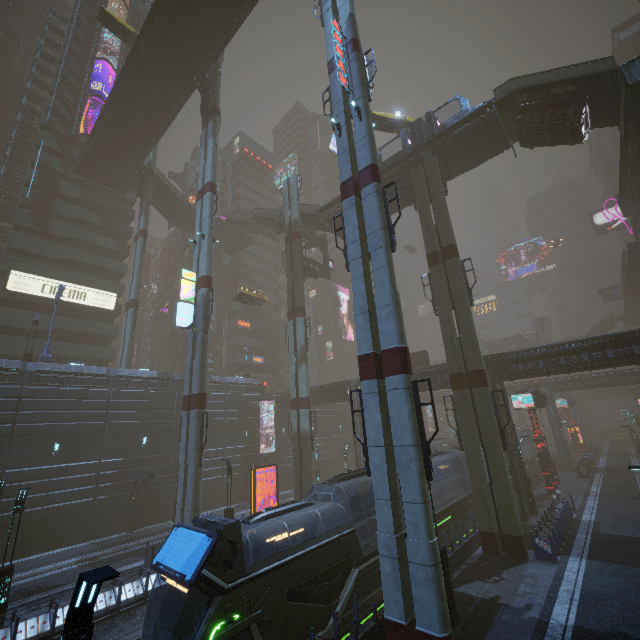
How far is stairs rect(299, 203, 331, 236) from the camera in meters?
35.9 m

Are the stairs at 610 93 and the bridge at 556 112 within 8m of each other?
yes

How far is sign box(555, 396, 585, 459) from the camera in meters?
50.8 m

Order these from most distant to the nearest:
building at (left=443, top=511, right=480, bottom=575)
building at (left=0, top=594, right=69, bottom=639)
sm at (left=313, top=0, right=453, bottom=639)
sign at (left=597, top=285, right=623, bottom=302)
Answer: sign at (left=597, top=285, right=623, bottom=302) < building at (left=443, top=511, right=480, bottom=575) < building at (left=0, top=594, right=69, bottom=639) < sm at (left=313, top=0, right=453, bottom=639)

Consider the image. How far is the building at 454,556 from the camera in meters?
16.6 m

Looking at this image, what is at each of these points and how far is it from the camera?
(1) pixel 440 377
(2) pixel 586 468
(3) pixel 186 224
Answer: (1) building, 29.2m
(2) building, 36.5m
(3) bridge, 49.2m

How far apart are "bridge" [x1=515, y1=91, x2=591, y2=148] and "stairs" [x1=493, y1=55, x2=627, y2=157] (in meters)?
0.00

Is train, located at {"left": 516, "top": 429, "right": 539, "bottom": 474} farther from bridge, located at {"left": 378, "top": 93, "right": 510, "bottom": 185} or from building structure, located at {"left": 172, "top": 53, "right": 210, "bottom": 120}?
building structure, located at {"left": 172, "top": 53, "right": 210, "bottom": 120}
